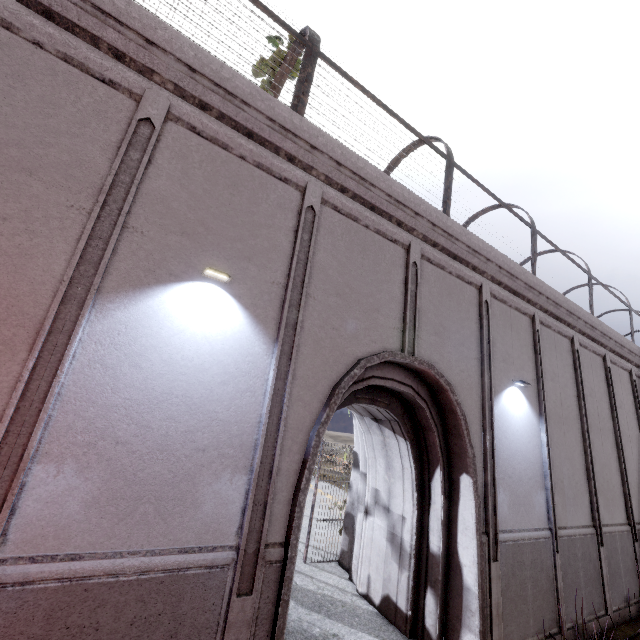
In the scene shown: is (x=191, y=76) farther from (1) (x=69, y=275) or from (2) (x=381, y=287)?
(2) (x=381, y=287)
